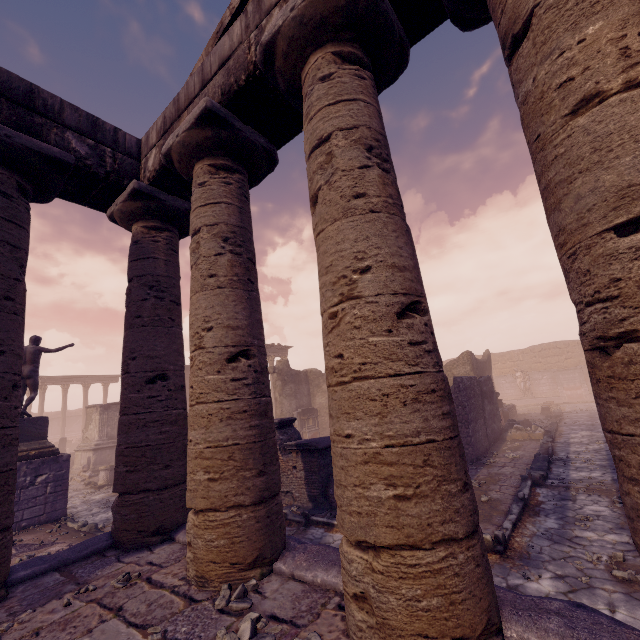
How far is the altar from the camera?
18.4m

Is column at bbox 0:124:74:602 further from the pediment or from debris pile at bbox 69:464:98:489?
debris pile at bbox 69:464:98:489

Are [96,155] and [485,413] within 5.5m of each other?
no

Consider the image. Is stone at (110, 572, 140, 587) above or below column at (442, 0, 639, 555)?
below

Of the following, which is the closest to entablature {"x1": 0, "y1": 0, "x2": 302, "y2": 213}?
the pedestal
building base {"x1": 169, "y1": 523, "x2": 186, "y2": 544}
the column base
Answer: building base {"x1": 169, "y1": 523, "x2": 186, "y2": 544}

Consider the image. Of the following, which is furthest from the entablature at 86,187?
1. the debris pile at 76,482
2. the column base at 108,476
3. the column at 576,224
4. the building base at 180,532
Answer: the debris pile at 76,482

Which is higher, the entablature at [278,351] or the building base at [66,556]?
the entablature at [278,351]

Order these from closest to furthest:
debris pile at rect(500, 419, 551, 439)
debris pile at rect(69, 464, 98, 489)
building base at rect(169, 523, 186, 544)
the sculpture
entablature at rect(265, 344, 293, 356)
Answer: building base at rect(169, 523, 186, 544), the sculpture, debris pile at rect(500, 419, 551, 439), debris pile at rect(69, 464, 98, 489), entablature at rect(265, 344, 293, 356)
